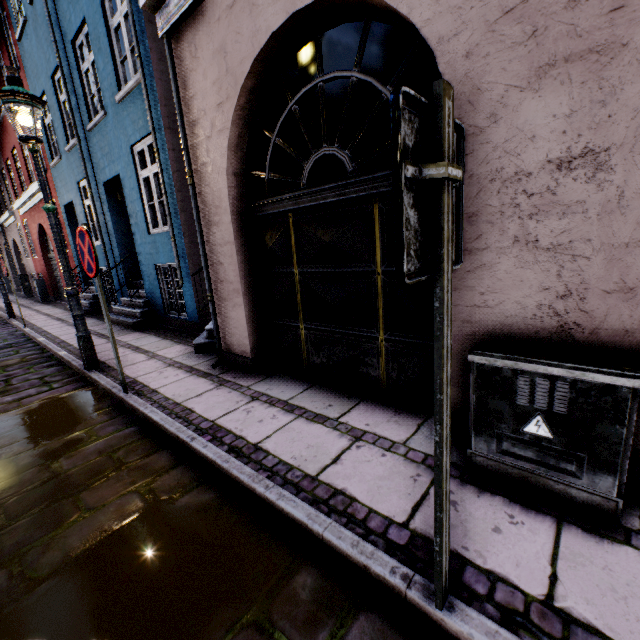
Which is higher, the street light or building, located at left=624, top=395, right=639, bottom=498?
the street light

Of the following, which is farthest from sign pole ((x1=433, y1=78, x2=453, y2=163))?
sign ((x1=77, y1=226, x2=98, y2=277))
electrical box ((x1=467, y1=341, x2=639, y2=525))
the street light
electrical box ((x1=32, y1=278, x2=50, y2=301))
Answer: electrical box ((x1=32, y1=278, x2=50, y2=301))

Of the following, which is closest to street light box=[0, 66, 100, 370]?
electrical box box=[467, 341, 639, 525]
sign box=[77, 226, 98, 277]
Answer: sign box=[77, 226, 98, 277]

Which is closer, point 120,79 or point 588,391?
point 588,391

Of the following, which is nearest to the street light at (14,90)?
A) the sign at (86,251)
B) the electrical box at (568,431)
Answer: the sign at (86,251)

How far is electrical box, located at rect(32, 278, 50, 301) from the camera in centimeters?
1485cm

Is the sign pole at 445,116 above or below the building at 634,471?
above

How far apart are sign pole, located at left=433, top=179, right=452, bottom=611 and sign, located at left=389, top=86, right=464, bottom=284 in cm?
2
